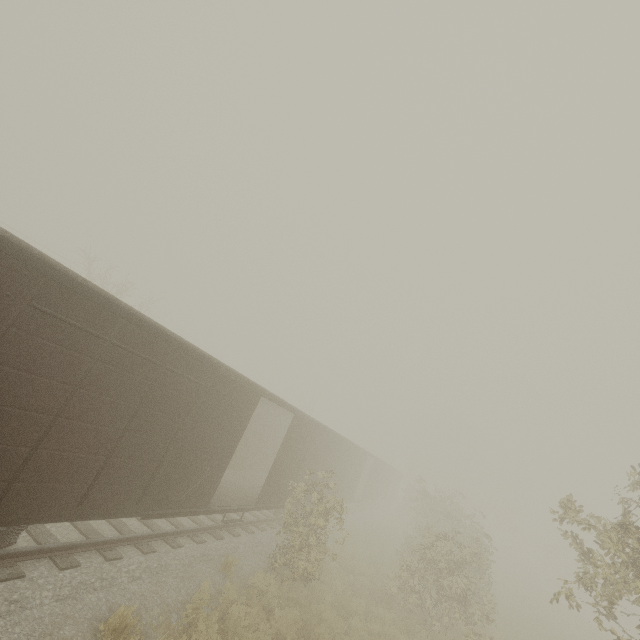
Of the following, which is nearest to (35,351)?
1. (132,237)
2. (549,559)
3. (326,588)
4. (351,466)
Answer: → (326,588)
